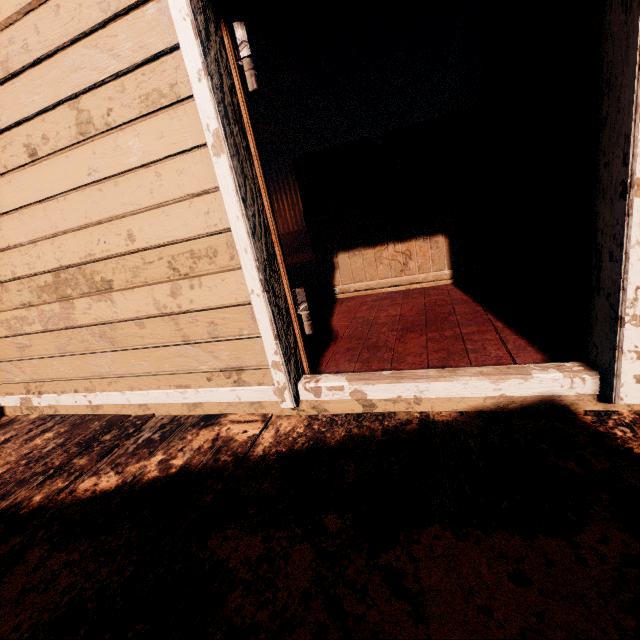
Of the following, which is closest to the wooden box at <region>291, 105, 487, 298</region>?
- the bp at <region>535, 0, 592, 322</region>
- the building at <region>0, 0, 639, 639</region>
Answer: the building at <region>0, 0, 639, 639</region>

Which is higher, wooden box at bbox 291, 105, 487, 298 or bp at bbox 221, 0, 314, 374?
bp at bbox 221, 0, 314, 374

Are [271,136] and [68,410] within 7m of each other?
no

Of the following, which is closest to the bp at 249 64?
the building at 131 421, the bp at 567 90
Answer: the building at 131 421

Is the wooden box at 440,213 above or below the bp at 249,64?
below

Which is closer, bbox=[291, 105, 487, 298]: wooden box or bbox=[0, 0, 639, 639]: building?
bbox=[0, 0, 639, 639]: building

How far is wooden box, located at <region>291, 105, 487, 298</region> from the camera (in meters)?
3.47

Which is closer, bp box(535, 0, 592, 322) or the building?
the building
